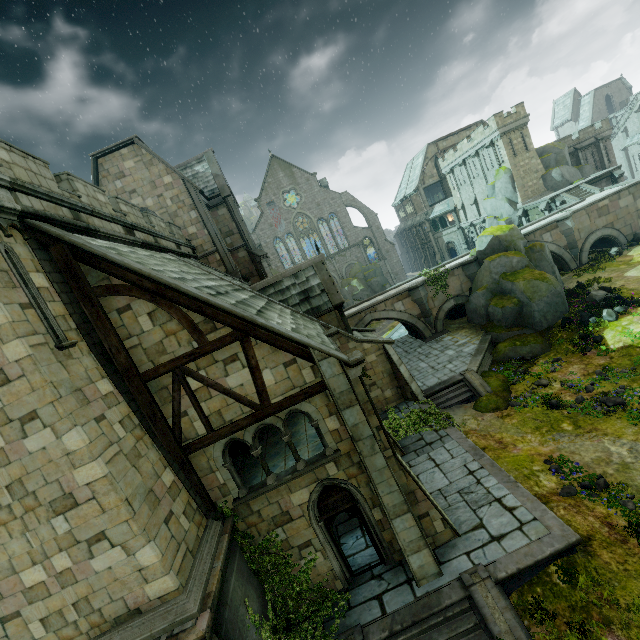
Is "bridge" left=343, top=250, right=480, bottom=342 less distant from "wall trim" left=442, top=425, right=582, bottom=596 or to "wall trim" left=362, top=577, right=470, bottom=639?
"wall trim" left=442, top=425, right=582, bottom=596

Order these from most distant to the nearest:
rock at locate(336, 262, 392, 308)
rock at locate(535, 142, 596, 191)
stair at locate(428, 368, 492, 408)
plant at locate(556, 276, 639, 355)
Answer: rock at locate(336, 262, 392, 308)
rock at locate(535, 142, 596, 191)
stair at locate(428, 368, 492, 408)
plant at locate(556, 276, 639, 355)

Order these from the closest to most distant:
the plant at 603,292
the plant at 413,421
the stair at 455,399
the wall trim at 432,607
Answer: the wall trim at 432,607
the plant at 413,421
the plant at 603,292
the stair at 455,399

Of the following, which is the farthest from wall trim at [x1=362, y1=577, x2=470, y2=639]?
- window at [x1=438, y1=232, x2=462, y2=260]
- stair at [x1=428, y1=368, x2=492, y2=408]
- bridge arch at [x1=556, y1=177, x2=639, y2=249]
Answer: window at [x1=438, y1=232, x2=462, y2=260]

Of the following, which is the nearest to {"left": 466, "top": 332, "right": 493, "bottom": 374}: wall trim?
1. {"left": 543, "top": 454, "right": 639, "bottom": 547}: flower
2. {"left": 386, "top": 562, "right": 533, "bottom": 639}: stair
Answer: → {"left": 543, "top": 454, "right": 639, "bottom": 547}: flower

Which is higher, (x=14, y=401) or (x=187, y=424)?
(x=14, y=401)

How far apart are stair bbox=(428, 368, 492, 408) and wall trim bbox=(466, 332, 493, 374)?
0.01m

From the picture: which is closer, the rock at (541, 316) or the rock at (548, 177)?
the rock at (541, 316)
